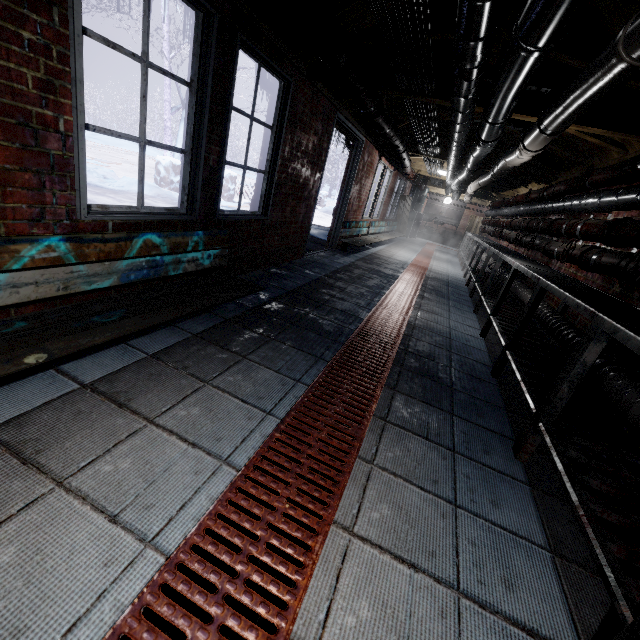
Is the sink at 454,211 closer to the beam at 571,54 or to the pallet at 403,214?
the pallet at 403,214

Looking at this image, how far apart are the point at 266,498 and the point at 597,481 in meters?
1.3 m

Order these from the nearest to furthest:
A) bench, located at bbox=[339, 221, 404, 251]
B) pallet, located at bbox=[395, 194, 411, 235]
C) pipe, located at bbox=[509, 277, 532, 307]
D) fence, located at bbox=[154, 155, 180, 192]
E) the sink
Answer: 1. pipe, located at bbox=[509, 277, 532, 307]
2. bench, located at bbox=[339, 221, 404, 251]
3. fence, located at bbox=[154, 155, 180, 192]
4. pallet, located at bbox=[395, 194, 411, 235]
5. the sink

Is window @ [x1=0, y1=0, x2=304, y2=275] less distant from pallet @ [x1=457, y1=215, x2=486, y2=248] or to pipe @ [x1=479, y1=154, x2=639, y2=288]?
pipe @ [x1=479, y1=154, x2=639, y2=288]

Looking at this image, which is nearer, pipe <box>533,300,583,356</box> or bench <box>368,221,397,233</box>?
pipe <box>533,300,583,356</box>

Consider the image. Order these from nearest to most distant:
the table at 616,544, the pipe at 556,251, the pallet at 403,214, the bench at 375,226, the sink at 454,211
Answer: the table at 616,544
the pipe at 556,251
the bench at 375,226
the pallet at 403,214
the sink at 454,211

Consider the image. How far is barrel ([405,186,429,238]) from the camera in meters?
12.7 m

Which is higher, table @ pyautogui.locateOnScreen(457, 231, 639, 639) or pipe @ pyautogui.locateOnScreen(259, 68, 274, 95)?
pipe @ pyautogui.locateOnScreen(259, 68, 274, 95)
